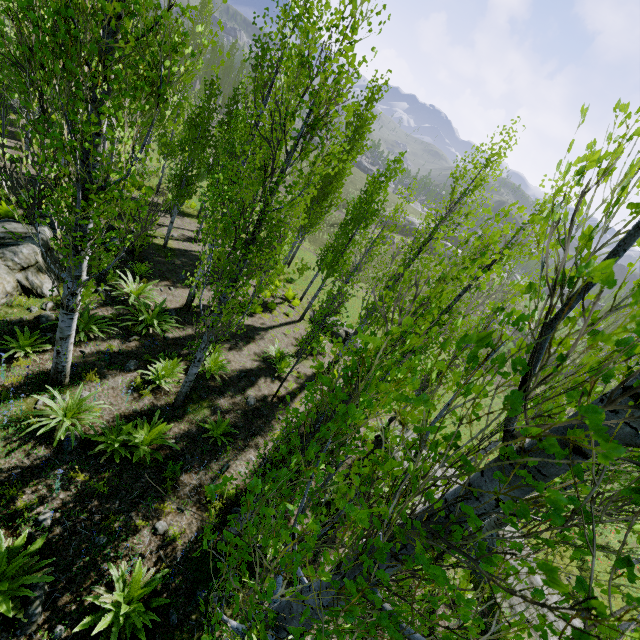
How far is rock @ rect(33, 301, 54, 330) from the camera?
7.92m

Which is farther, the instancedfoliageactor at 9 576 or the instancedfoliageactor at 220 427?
the instancedfoliageactor at 220 427

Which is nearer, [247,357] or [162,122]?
[162,122]

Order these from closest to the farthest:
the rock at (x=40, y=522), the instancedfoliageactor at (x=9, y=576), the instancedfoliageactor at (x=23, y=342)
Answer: the instancedfoliageactor at (x=9, y=576), the rock at (x=40, y=522), the instancedfoliageactor at (x=23, y=342)

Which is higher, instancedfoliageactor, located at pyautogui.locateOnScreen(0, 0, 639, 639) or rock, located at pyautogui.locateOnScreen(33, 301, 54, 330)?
instancedfoliageactor, located at pyautogui.locateOnScreen(0, 0, 639, 639)

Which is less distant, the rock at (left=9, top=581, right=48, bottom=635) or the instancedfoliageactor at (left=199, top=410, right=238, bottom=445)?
the rock at (left=9, top=581, right=48, bottom=635)
